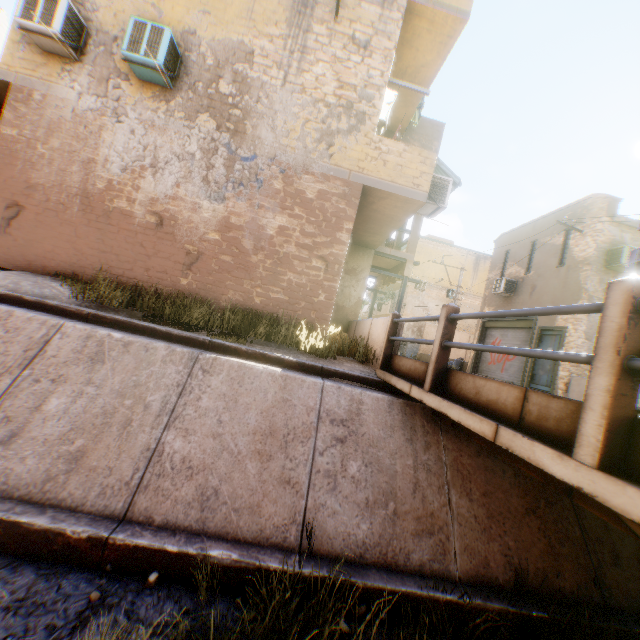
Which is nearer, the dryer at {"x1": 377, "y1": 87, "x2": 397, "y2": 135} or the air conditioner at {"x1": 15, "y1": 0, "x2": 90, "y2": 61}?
the air conditioner at {"x1": 15, "y1": 0, "x2": 90, "y2": 61}

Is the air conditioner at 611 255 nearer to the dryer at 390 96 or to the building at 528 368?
the building at 528 368

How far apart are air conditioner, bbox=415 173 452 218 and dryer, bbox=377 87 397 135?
1.4 meters

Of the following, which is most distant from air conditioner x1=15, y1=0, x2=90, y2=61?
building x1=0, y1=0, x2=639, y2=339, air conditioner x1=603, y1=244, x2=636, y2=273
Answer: air conditioner x1=603, y1=244, x2=636, y2=273

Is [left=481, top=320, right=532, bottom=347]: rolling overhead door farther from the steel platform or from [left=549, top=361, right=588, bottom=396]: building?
the steel platform

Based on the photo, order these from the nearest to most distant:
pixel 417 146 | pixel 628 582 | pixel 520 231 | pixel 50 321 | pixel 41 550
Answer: pixel 41 550 → pixel 628 582 → pixel 50 321 → pixel 417 146 → pixel 520 231

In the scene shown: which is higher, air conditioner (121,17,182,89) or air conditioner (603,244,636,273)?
air conditioner (603,244,636,273)

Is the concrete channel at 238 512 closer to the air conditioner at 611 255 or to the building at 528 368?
the building at 528 368
